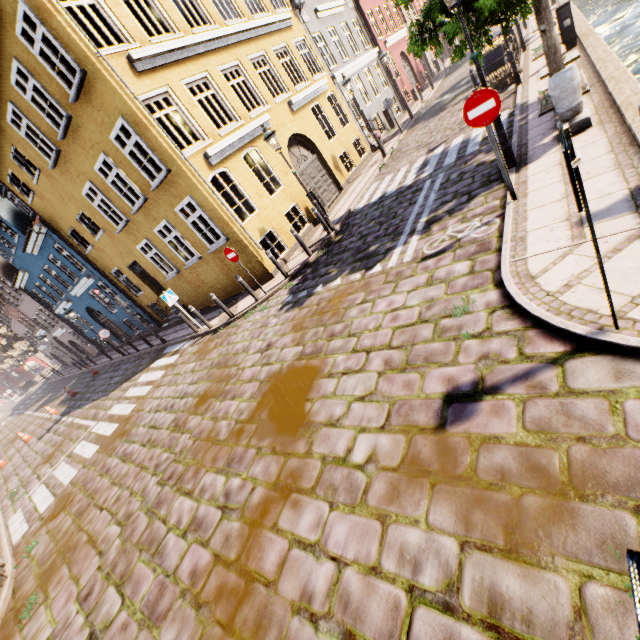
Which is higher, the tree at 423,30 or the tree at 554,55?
the tree at 423,30

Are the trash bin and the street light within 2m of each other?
no

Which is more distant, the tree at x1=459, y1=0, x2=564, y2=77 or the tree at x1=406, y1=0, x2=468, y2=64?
the tree at x1=406, y1=0, x2=468, y2=64

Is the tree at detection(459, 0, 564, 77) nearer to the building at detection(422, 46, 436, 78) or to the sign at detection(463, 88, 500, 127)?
the sign at detection(463, 88, 500, 127)

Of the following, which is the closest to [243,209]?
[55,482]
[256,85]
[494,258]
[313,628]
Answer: A: [256,85]

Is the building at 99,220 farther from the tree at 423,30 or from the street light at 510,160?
the street light at 510,160

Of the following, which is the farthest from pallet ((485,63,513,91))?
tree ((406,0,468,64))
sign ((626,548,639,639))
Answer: sign ((626,548,639,639))

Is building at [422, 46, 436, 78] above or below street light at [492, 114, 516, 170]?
above
